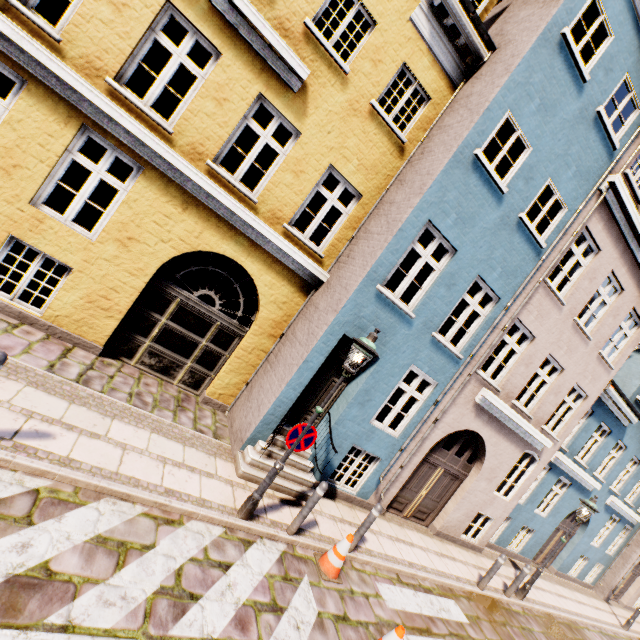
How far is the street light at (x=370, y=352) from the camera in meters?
5.2 m

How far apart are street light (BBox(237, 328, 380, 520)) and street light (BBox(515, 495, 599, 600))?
9.5 meters

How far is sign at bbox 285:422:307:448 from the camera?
5.25m

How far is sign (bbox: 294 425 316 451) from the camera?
5.4m

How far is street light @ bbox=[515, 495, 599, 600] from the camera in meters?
9.5

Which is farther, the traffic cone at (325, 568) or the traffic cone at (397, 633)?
the traffic cone at (325, 568)

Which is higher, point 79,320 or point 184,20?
point 184,20

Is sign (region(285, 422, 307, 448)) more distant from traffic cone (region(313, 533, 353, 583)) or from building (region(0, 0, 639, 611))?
traffic cone (region(313, 533, 353, 583))
